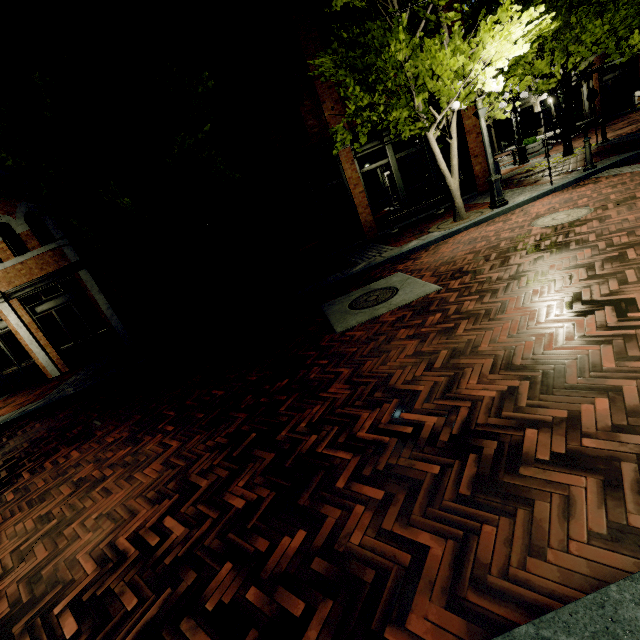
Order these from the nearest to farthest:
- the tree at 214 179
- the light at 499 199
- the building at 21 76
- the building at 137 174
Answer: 1. the tree at 214 179
2. the light at 499 199
3. the building at 21 76
4. the building at 137 174

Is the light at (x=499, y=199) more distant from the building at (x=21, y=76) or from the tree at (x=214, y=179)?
the building at (x=21, y=76)

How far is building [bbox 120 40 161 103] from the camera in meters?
10.5

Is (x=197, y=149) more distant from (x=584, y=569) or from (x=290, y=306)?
(x=584, y=569)

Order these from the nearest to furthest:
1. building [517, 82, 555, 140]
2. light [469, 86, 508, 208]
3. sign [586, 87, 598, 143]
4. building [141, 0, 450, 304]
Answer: light [469, 86, 508, 208]
building [141, 0, 450, 304]
sign [586, 87, 598, 143]
building [517, 82, 555, 140]

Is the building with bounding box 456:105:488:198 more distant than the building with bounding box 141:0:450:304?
Yes

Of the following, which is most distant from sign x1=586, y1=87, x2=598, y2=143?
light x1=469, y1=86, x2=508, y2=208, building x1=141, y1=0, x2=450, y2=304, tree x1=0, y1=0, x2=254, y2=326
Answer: light x1=469, y1=86, x2=508, y2=208
